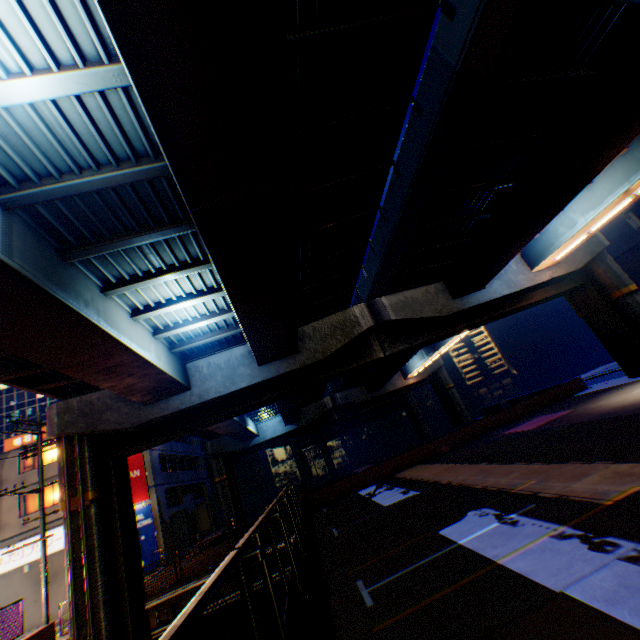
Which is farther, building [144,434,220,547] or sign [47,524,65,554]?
building [144,434,220,547]

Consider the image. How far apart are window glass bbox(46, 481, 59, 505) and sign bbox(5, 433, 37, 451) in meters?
3.1 m

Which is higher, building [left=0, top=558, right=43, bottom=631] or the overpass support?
the overpass support

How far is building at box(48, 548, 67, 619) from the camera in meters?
20.9 m

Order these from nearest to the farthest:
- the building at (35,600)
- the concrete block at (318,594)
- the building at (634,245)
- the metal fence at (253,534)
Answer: the metal fence at (253,534), the concrete block at (318,594), the building at (35,600), the building at (634,245)

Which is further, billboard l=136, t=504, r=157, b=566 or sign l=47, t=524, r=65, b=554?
billboard l=136, t=504, r=157, b=566

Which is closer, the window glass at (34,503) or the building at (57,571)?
the building at (57,571)

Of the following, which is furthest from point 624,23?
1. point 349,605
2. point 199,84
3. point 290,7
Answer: point 349,605
